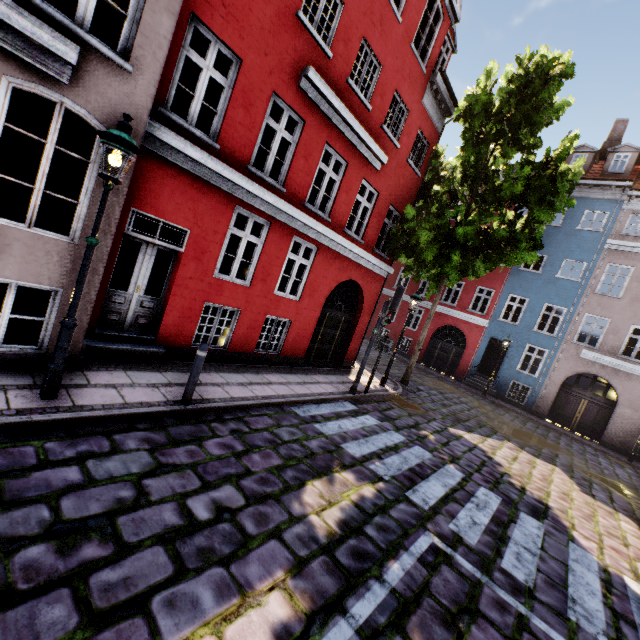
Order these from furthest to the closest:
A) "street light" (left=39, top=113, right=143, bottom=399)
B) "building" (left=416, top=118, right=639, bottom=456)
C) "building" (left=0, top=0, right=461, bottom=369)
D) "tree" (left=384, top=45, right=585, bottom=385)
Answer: "building" (left=416, top=118, right=639, bottom=456)
"tree" (left=384, top=45, right=585, bottom=385)
"building" (left=0, top=0, right=461, bottom=369)
"street light" (left=39, top=113, right=143, bottom=399)

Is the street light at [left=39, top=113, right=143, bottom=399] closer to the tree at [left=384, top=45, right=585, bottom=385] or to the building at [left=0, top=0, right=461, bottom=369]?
the building at [left=0, top=0, right=461, bottom=369]

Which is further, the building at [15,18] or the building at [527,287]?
the building at [527,287]

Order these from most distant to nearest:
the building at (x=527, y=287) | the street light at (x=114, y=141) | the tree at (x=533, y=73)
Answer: the building at (x=527, y=287)
the tree at (x=533, y=73)
the street light at (x=114, y=141)

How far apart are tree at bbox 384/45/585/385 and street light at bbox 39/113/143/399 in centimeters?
1047cm

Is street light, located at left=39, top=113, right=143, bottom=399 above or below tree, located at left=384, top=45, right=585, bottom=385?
below

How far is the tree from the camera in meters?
10.7 m

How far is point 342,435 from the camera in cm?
686
